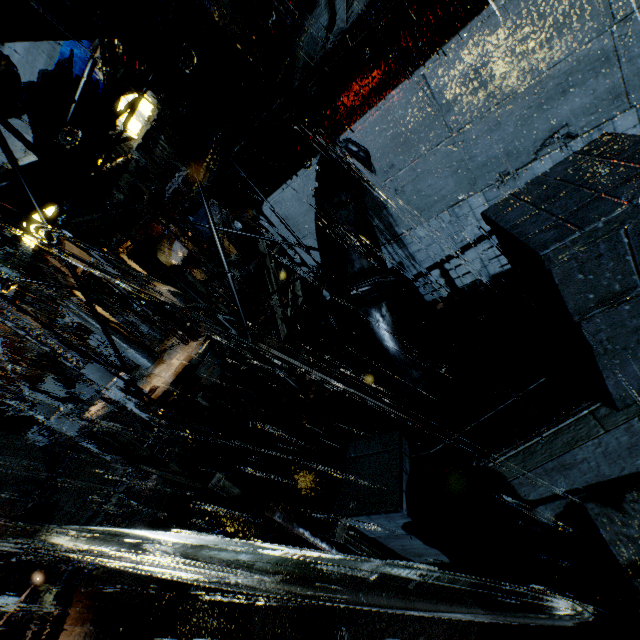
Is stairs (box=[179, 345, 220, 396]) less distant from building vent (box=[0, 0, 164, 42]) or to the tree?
building vent (box=[0, 0, 164, 42])

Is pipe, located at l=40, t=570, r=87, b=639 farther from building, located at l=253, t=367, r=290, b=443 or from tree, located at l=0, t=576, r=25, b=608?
tree, located at l=0, t=576, r=25, b=608

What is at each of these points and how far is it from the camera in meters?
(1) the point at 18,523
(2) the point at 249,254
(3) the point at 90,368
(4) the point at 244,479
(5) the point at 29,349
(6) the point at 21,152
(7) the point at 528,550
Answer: (1) stairs, 20.6
(2) building vent, 19.5
(3) street light, 13.7
(4) building, 7.6
(5) building, 31.0
(6) building, 18.4
(7) bridge, 3.1

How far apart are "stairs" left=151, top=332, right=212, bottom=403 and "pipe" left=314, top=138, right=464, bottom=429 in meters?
9.7 m

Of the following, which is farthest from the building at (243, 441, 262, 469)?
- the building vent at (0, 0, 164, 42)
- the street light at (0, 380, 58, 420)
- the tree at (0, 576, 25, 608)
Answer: the tree at (0, 576, 25, 608)

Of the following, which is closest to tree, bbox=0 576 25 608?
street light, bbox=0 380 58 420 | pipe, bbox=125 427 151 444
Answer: pipe, bbox=125 427 151 444

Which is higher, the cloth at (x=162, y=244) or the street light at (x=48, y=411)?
the cloth at (x=162, y=244)

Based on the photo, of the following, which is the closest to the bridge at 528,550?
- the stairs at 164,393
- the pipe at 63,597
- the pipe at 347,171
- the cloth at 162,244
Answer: the pipe at 347,171
